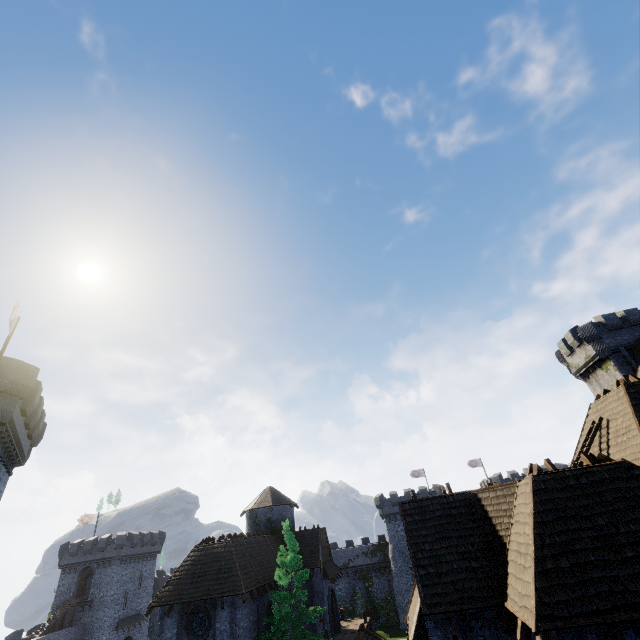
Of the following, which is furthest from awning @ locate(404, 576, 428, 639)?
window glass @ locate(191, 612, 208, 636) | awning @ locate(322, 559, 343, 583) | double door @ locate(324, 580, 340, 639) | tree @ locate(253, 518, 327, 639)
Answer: double door @ locate(324, 580, 340, 639)

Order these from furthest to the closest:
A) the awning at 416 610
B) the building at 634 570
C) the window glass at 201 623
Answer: the window glass at 201 623
the awning at 416 610
the building at 634 570

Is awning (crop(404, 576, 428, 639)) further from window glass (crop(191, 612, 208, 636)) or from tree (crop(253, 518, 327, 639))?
window glass (crop(191, 612, 208, 636))

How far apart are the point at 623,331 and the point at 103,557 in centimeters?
7591cm

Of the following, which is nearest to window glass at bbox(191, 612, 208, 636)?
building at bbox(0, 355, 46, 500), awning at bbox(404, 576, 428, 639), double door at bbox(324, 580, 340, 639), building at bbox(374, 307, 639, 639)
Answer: building at bbox(0, 355, 46, 500)

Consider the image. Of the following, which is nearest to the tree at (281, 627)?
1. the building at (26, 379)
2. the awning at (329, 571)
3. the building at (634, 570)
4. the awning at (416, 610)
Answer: the awning at (329, 571)

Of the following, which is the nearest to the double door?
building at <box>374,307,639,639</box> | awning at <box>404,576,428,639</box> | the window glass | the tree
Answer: the tree

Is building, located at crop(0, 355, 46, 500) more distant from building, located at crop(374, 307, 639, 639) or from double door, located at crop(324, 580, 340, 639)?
double door, located at crop(324, 580, 340, 639)
